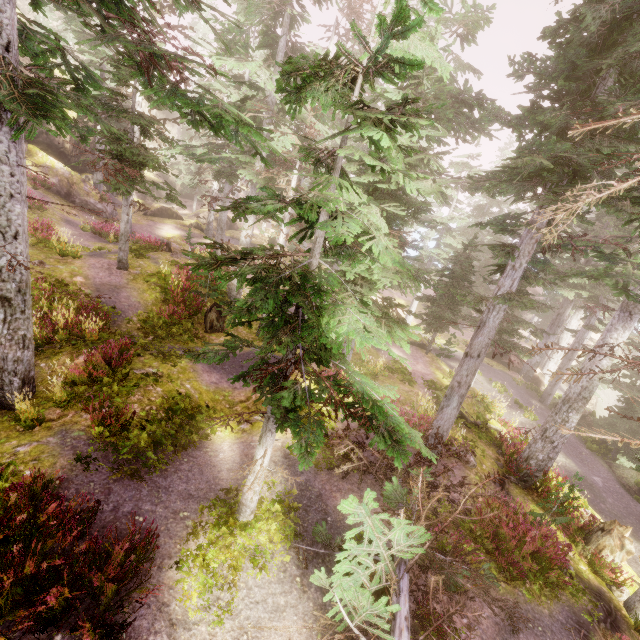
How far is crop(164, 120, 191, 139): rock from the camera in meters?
51.1 m

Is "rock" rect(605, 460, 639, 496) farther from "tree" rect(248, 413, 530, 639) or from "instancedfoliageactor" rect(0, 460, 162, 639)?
"tree" rect(248, 413, 530, 639)

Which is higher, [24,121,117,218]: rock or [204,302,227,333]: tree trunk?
[24,121,117,218]: rock

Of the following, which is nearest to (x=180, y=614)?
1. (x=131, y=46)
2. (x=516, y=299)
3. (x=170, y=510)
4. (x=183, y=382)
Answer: (x=170, y=510)

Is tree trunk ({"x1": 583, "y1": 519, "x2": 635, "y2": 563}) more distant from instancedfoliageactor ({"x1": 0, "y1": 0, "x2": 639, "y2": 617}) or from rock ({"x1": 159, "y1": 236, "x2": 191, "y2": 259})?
rock ({"x1": 159, "y1": 236, "x2": 191, "y2": 259})

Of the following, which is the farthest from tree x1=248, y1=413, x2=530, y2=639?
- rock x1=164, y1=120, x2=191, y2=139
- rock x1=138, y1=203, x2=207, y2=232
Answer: rock x1=138, y1=203, x2=207, y2=232

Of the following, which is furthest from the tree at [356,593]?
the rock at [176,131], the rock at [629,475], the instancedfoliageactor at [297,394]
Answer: the rock at [176,131]

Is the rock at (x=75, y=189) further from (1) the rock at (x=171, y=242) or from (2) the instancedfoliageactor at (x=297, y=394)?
(1) the rock at (x=171, y=242)
